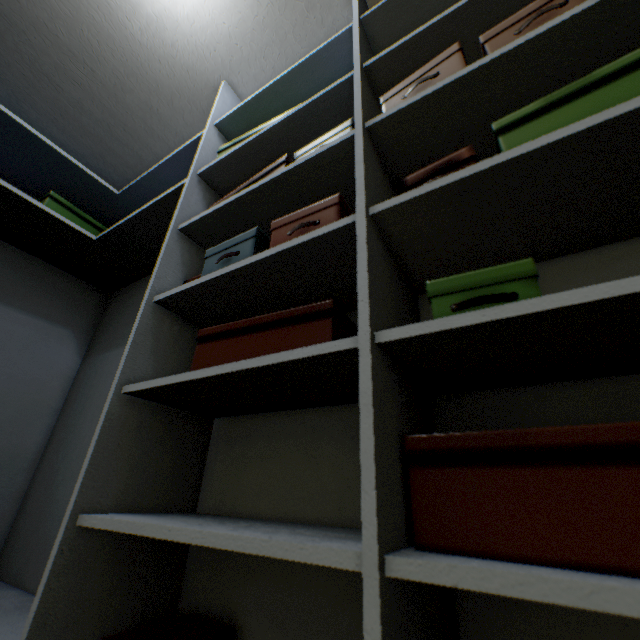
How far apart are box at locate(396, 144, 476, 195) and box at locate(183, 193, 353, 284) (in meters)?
0.15

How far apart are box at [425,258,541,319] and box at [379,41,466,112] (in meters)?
0.53

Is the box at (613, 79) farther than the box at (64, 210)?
No

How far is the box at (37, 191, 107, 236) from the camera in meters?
1.6 m

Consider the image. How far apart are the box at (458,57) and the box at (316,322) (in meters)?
0.59

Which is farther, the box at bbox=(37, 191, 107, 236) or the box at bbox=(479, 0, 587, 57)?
the box at bbox=(37, 191, 107, 236)

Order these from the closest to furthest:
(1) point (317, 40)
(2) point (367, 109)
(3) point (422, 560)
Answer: (3) point (422, 560) → (2) point (367, 109) → (1) point (317, 40)

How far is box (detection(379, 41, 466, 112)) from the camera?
0.7 meters
